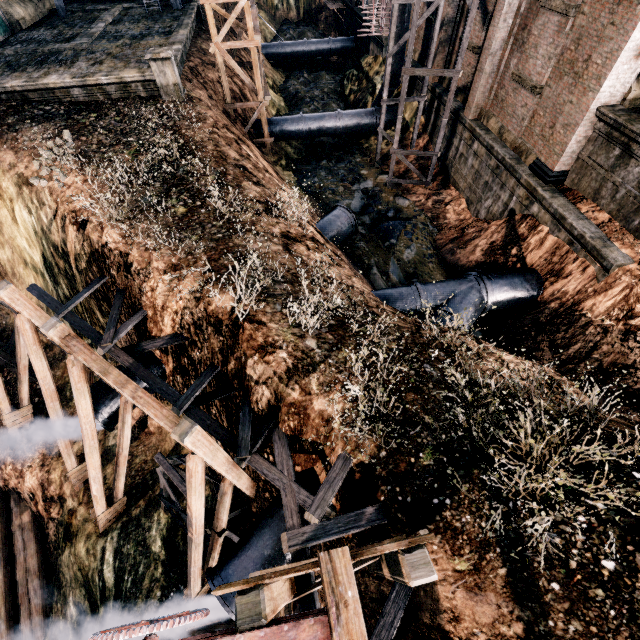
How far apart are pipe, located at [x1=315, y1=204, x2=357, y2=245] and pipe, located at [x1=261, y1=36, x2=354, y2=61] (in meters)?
31.09

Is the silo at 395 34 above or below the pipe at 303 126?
above

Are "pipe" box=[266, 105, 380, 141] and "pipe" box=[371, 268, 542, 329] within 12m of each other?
no

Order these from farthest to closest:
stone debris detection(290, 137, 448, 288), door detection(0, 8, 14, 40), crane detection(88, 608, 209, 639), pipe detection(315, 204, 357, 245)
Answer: door detection(0, 8, 14, 40) < stone debris detection(290, 137, 448, 288) < pipe detection(315, 204, 357, 245) < crane detection(88, 608, 209, 639)

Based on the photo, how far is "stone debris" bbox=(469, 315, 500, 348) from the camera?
15.3m

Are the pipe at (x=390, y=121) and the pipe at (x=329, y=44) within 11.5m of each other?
no

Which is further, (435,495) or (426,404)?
(426,404)

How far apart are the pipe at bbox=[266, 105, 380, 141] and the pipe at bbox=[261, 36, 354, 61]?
18.43m
